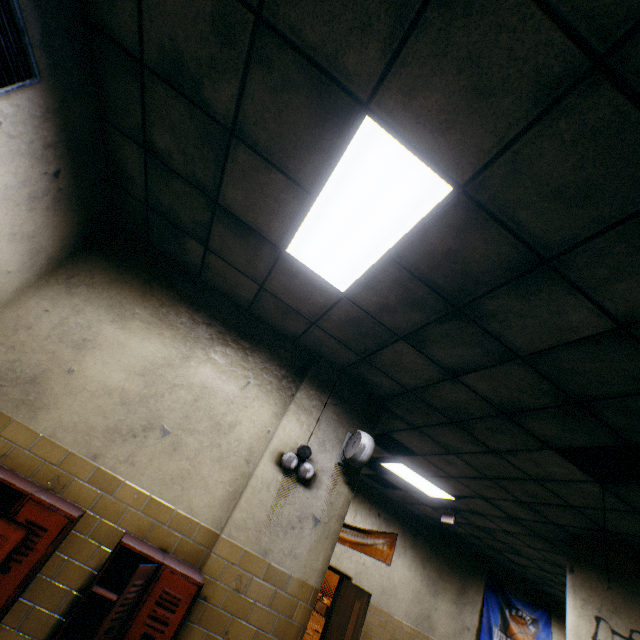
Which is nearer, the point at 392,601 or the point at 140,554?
the point at 140,554

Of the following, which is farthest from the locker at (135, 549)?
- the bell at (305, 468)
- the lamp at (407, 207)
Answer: the lamp at (407, 207)

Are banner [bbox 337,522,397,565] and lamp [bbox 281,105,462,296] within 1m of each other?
no

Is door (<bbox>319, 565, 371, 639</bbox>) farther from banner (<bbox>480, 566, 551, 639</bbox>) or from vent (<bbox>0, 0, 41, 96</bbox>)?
vent (<bbox>0, 0, 41, 96</bbox>)

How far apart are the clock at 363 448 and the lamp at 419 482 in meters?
2.3 m

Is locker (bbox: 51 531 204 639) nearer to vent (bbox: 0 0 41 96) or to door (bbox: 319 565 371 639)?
vent (bbox: 0 0 41 96)

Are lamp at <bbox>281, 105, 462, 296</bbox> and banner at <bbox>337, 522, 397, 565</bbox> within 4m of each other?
no

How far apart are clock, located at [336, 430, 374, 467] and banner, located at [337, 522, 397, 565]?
3.89m
